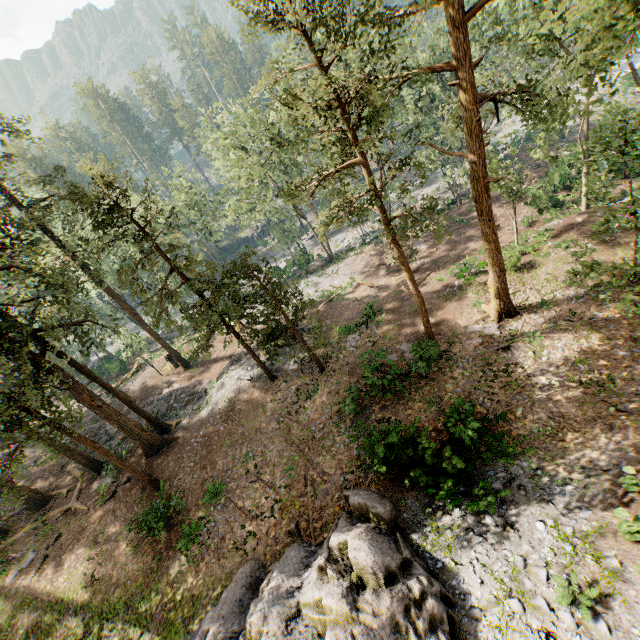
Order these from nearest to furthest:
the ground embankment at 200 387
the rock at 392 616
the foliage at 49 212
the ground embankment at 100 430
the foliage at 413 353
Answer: the rock at 392 616 → the foliage at 49 212 → the foliage at 413 353 → the ground embankment at 200 387 → the ground embankment at 100 430

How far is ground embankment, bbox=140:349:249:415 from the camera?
27.45m

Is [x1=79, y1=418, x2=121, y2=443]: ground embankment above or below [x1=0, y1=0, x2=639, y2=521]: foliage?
below

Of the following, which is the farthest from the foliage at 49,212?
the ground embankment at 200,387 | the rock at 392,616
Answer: the rock at 392,616

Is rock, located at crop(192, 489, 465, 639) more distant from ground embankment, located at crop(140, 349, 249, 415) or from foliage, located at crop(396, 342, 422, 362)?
ground embankment, located at crop(140, 349, 249, 415)

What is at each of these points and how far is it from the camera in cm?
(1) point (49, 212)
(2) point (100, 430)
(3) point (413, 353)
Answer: (1) foliage, 2394
(2) ground embankment, 2989
(3) foliage, 1802

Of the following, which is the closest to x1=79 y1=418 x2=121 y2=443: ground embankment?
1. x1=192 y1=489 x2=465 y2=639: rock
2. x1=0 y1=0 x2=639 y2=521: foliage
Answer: x1=0 y1=0 x2=639 y2=521: foliage
